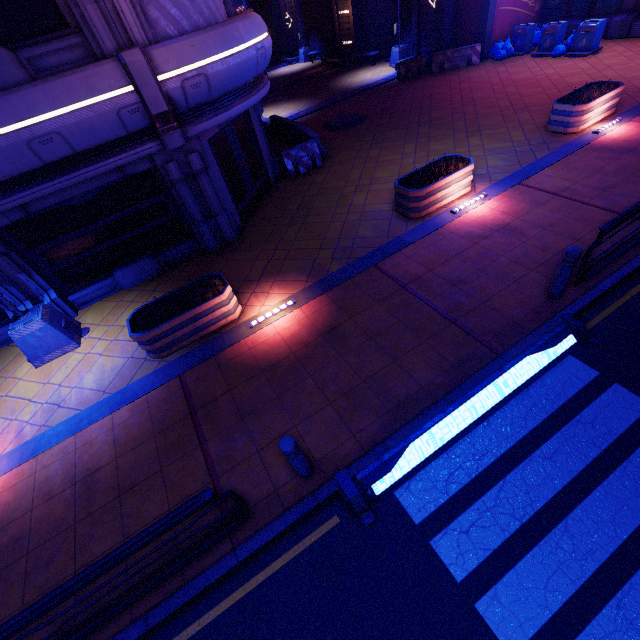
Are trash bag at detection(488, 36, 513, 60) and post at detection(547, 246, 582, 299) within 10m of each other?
no

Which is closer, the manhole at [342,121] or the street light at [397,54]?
the manhole at [342,121]

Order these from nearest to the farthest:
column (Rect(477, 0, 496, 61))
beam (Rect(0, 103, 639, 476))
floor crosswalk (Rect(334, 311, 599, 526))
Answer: floor crosswalk (Rect(334, 311, 599, 526)), beam (Rect(0, 103, 639, 476)), column (Rect(477, 0, 496, 61))

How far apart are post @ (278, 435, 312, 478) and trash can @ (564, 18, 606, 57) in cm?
2157

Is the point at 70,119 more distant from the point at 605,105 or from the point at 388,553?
the point at 605,105

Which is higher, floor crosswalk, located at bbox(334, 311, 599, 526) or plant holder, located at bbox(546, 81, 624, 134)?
plant holder, located at bbox(546, 81, 624, 134)

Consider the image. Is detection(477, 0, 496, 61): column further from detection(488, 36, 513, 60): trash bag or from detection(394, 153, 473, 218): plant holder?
detection(394, 153, 473, 218): plant holder

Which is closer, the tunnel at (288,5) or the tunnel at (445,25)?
the tunnel at (445,25)
